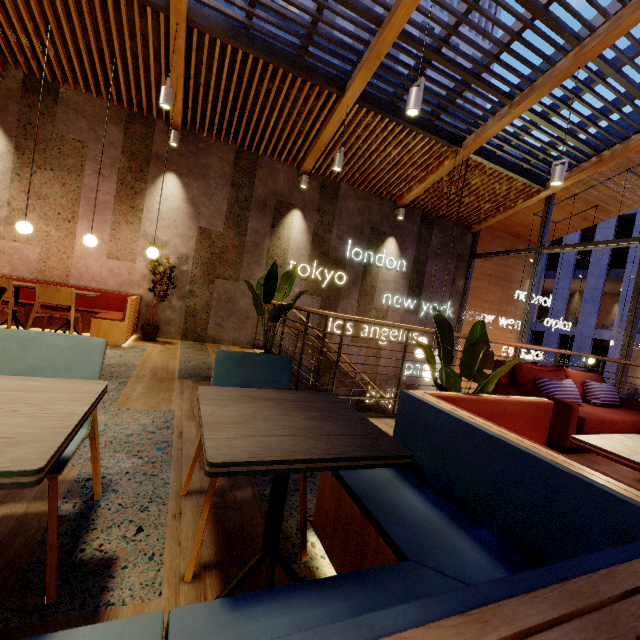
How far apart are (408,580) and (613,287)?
31.1 meters

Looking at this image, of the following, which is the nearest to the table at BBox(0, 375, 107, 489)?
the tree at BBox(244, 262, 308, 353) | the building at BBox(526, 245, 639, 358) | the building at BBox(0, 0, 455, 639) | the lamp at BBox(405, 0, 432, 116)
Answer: the building at BBox(0, 0, 455, 639)

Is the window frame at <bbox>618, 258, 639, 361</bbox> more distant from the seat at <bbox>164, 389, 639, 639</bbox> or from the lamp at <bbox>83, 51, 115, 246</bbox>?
the lamp at <bbox>83, 51, 115, 246</bbox>

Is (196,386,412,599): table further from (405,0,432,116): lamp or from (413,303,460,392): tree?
(405,0,432,116): lamp

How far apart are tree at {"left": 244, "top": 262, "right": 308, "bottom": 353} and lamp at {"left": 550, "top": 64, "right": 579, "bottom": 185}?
3.96m

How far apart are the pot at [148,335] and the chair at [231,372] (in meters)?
4.87

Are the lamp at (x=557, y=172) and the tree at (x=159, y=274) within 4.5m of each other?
no

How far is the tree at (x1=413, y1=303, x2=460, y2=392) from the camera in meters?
2.2
